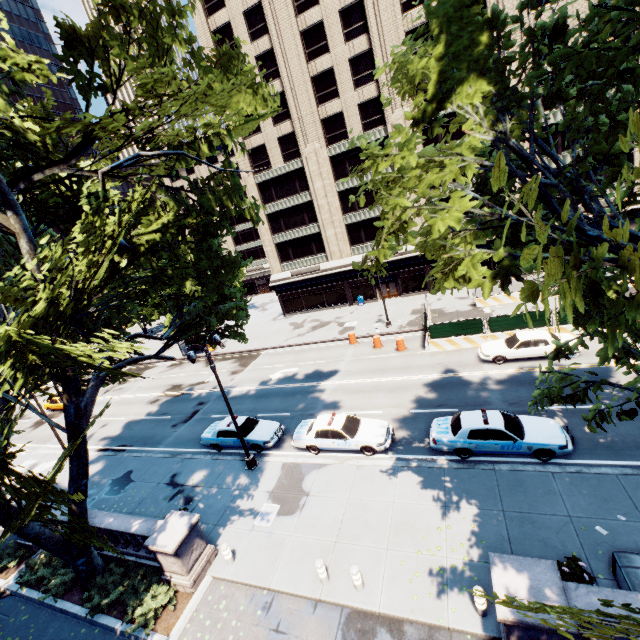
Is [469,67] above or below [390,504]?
above

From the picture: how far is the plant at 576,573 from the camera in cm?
797

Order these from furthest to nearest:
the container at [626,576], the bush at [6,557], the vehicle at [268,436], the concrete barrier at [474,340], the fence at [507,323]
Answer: the concrete barrier at [474,340]
the fence at [507,323]
the vehicle at [268,436]
the bush at [6,557]
the container at [626,576]

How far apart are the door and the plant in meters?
32.6 m

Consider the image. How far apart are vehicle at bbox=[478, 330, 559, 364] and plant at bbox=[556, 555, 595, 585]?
12.93m

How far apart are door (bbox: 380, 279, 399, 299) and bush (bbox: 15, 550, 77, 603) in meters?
34.4 m

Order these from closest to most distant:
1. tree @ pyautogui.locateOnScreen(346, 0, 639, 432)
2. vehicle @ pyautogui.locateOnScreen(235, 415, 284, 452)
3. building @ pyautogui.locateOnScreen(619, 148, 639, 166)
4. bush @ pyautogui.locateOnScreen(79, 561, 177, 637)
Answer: tree @ pyautogui.locateOnScreen(346, 0, 639, 432) → bush @ pyautogui.locateOnScreen(79, 561, 177, 637) → vehicle @ pyautogui.locateOnScreen(235, 415, 284, 452) → building @ pyautogui.locateOnScreen(619, 148, 639, 166)

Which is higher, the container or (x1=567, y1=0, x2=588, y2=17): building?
(x1=567, y1=0, x2=588, y2=17): building
